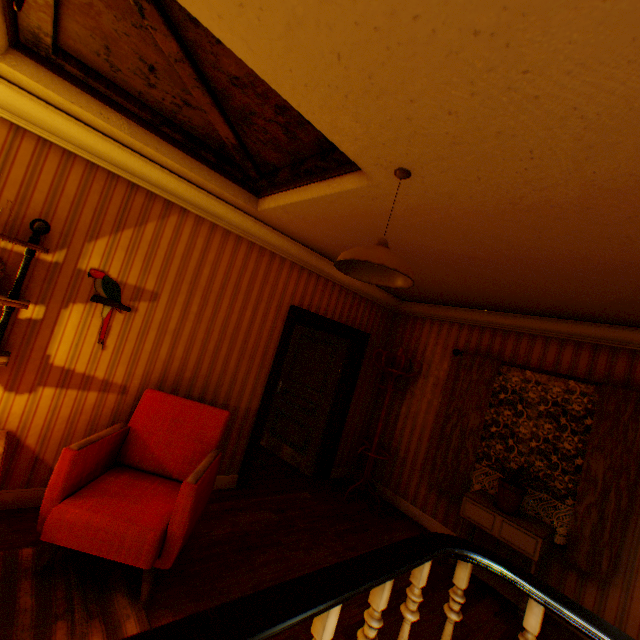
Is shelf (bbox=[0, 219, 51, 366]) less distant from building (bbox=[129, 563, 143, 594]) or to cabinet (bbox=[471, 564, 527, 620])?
building (bbox=[129, 563, 143, 594])

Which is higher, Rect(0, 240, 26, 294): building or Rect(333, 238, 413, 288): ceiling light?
Rect(333, 238, 413, 288): ceiling light

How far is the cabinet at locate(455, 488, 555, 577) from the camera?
3.19m

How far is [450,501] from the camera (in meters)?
4.38

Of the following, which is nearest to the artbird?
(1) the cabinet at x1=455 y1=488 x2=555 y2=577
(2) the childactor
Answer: (2) the childactor

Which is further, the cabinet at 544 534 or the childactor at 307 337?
the childactor at 307 337

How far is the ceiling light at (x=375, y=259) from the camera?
1.71m

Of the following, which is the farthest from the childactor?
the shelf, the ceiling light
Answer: the shelf
